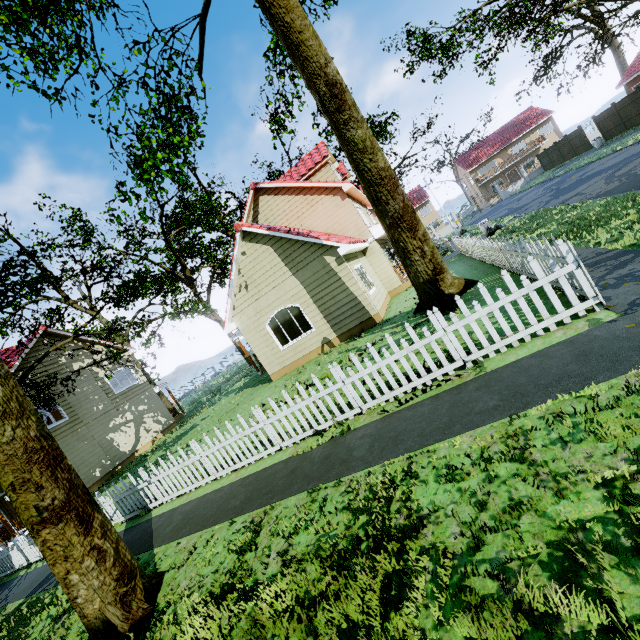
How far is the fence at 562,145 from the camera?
34.28m

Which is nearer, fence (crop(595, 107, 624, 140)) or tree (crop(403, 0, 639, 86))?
tree (crop(403, 0, 639, 86))

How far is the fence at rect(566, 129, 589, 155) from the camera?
31.5 meters

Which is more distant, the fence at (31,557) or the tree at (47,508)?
the fence at (31,557)

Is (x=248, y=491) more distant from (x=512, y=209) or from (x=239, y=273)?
(x=512, y=209)

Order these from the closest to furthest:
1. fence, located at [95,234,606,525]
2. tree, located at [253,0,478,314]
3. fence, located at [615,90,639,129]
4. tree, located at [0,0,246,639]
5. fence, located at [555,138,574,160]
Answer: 1. tree, located at [0,0,246,639]
2. fence, located at [95,234,606,525]
3. tree, located at [253,0,478,314]
4. fence, located at [615,90,639,129]
5. fence, located at [555,138,574,160]
